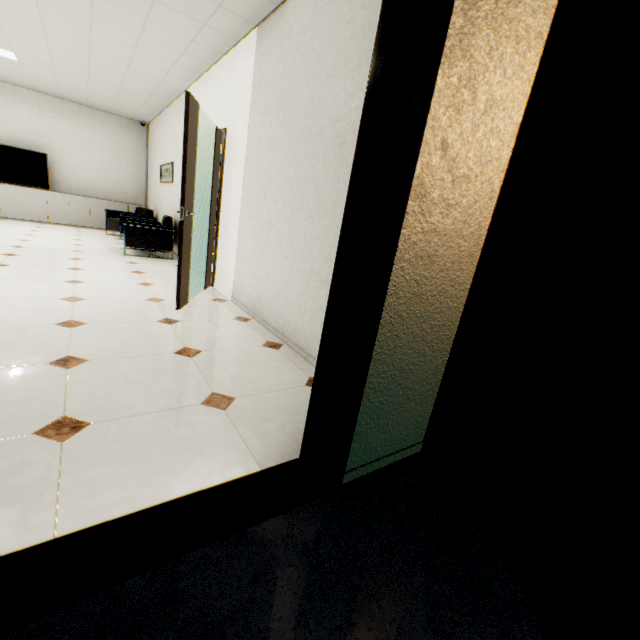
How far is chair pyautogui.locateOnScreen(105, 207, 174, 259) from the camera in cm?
582

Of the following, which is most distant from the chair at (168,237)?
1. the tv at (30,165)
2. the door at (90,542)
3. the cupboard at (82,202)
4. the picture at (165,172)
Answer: the door at (90,542)

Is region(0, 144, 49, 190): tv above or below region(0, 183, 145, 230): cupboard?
above

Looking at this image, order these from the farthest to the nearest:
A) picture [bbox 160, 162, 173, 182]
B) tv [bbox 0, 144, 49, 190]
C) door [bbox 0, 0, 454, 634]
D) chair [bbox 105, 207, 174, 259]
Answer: tv [bbox 0, 144, 49, 190] < picture [bbox 160, 162, 173, 182] < chair [bbox 105, 207, 174, 259] < door [bbox 0, 0, 454, 634]

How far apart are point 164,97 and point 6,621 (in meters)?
7.89

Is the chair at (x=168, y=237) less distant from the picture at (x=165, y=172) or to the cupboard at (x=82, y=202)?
the picture at (x=165, y=172)

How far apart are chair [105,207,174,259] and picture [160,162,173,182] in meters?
0.7 m

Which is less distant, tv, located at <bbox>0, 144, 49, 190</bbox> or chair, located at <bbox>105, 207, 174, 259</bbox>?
chair, located at <bbox>105, 207, 174, 259</bbox>
